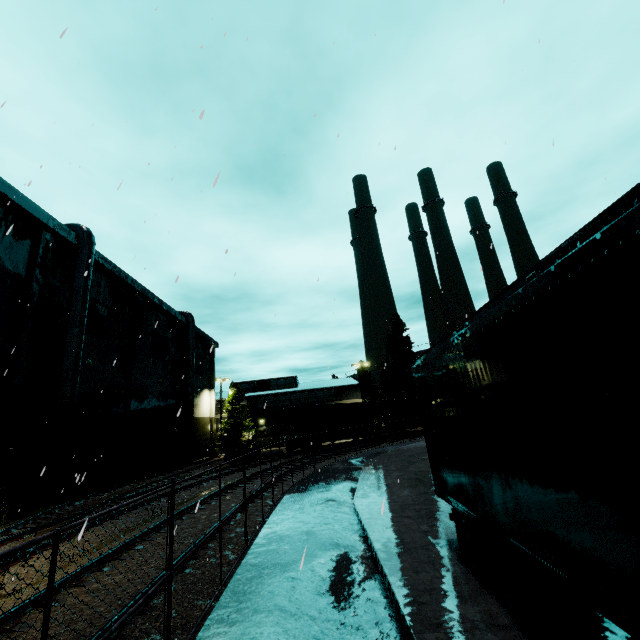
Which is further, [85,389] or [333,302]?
[85,389]

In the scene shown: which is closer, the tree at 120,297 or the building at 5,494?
the building at 5,494

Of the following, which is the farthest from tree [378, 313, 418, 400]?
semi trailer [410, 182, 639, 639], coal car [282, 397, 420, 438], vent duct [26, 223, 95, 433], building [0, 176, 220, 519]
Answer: vent duct [26, 223, 95, 433]

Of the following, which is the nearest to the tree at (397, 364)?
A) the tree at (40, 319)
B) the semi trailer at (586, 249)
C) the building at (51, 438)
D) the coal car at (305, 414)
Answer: the coal car at (305, 414)

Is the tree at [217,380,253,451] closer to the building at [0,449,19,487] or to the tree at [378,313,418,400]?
the building at [0,449,19,487]

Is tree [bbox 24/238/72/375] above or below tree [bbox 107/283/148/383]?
below

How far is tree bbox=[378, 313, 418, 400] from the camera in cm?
5022

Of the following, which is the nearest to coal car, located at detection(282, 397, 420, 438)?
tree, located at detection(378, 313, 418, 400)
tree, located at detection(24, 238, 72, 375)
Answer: tree, located at detection(24, 238, 72, 375)
